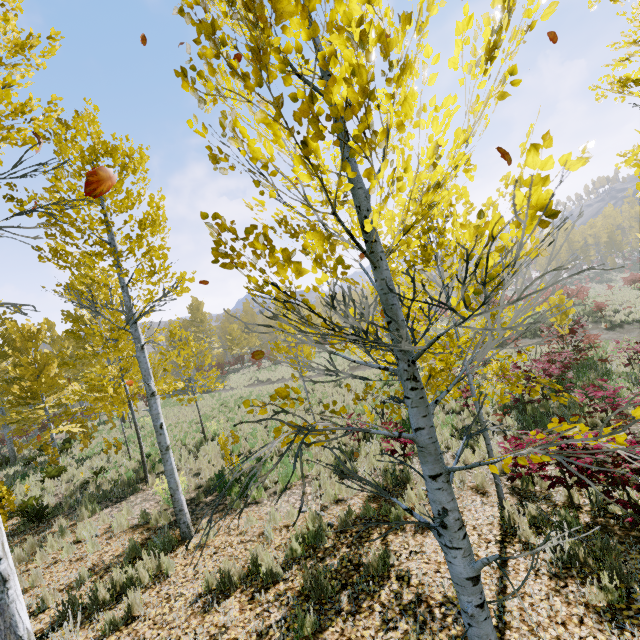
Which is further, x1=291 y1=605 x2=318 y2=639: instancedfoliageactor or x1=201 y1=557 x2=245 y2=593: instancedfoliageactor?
x1=201 y1=557 x2=245 y2=593: instancedfoliageactor

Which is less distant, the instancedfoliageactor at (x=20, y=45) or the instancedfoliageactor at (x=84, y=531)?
the instancedfoliageactor at (x=20, y=45)

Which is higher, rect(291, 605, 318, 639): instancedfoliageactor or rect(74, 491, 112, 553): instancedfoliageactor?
rect(74, 491, 112, 553): instancedfoliageactor

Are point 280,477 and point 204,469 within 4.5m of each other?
yes
